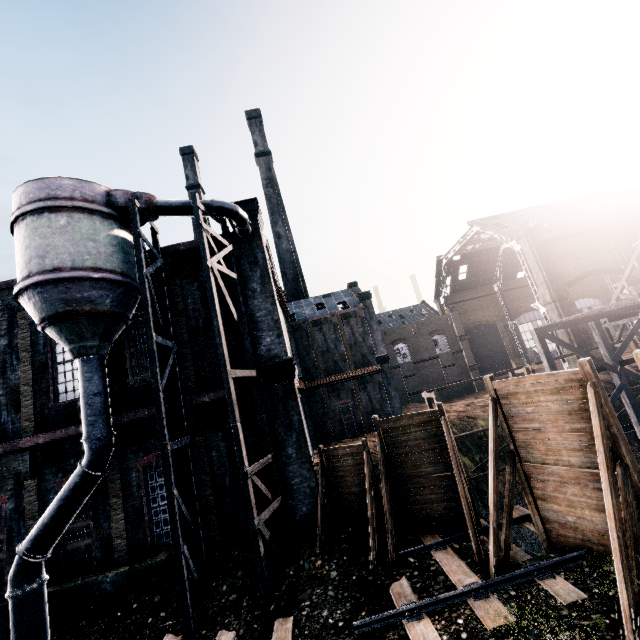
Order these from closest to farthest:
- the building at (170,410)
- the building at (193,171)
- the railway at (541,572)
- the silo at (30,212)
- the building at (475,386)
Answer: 1. the railway at (541,572)
2. the silo at (30,212)
3. the building at (170,410)
4. the building at (193,171)
5. the building at (475,386)

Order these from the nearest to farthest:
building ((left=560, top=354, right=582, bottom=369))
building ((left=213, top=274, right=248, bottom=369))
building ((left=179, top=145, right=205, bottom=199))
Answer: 1. building ((left=213, top=274, right=248, bottom=369))
2. building ((left=560, top=354, right=582, bottom=369))
3. building ((left=179, top=145, right=205, bottom=199))

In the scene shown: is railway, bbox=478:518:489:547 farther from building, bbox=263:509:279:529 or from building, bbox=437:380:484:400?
building, bbox=437:380:484:400

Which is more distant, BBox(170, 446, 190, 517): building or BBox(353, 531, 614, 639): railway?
BBox(170, 446, 190, 517): building

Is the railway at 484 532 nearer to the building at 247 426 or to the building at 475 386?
the building at 247 426

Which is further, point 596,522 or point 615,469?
point 596,522

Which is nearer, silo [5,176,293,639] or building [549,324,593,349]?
silo [5,176,293,639]

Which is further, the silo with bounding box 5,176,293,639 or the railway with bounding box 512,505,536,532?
the railway with bounding box 512,505,536,532
